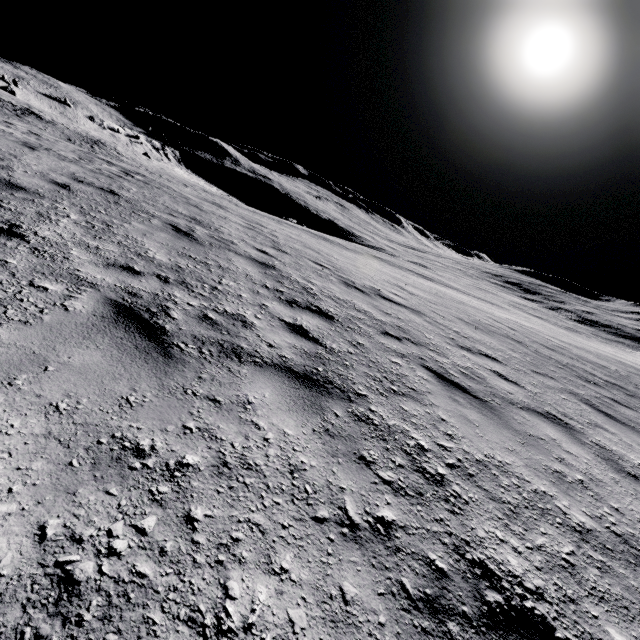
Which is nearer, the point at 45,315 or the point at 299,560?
the point at 299,560
